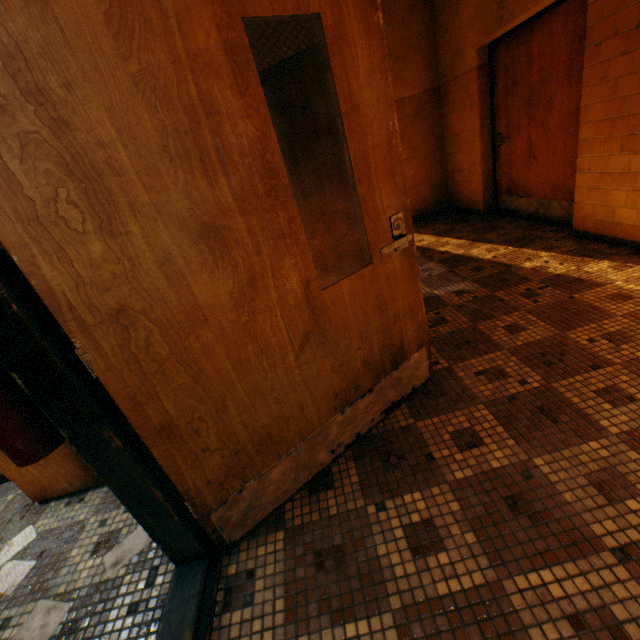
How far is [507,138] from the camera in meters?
4.3

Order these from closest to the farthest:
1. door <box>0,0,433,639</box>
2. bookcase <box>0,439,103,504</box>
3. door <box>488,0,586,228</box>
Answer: door <box>0,0,433,639</box>
bookcase <box>0,439,103,504</box>
door <box>488,0,586,228</box>

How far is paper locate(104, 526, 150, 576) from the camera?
1.6 meters

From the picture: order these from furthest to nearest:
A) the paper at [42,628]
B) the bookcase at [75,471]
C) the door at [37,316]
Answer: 1. the bookcase at [75,471]
2. the paper at [42,628]
3. the door at [37,316]

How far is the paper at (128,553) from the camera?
1.59m

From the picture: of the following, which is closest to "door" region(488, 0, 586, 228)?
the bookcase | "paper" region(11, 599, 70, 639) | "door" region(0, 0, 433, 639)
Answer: "door" region(0, 0, 433, 639)

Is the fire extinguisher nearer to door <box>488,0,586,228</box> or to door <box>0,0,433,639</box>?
door <box>0,0,433,639</box>

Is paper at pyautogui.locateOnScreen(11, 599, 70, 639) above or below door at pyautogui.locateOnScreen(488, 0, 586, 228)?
below
